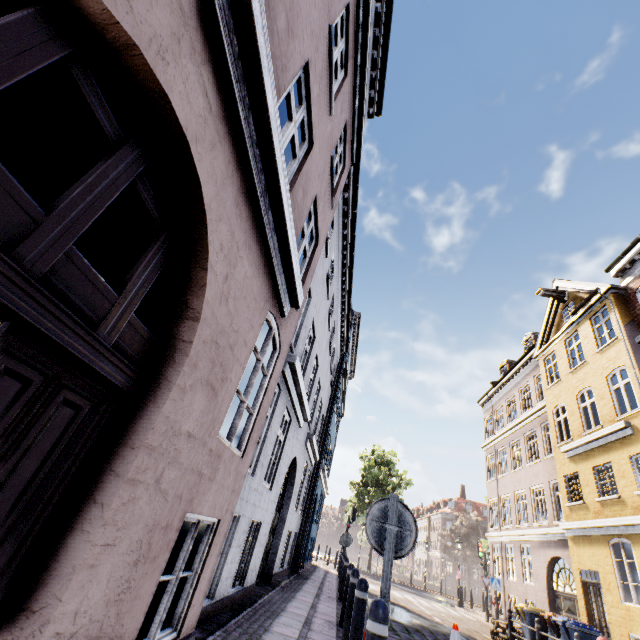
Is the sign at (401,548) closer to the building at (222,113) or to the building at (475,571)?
the building at (222,113)

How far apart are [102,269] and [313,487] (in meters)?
12.98

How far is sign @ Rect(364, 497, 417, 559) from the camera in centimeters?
320cm

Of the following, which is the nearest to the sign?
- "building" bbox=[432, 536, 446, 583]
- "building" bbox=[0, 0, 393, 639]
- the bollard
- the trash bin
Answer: the bollard

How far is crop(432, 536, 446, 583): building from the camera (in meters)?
55.42

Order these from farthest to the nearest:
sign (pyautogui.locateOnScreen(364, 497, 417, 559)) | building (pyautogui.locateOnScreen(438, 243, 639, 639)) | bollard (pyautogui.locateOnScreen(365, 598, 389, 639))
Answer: building (pyautogui.locateOnScreen(438, 243, 639, 639)) < sign (pyautogui.locateOnScreen(364, 497, 417, 559)) < bollard (pyautogui.locateOnScreen(365, 598, 389, 639))

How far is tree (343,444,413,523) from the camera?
31.45m

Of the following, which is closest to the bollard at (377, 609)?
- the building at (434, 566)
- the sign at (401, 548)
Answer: the sign at (401, 548)
